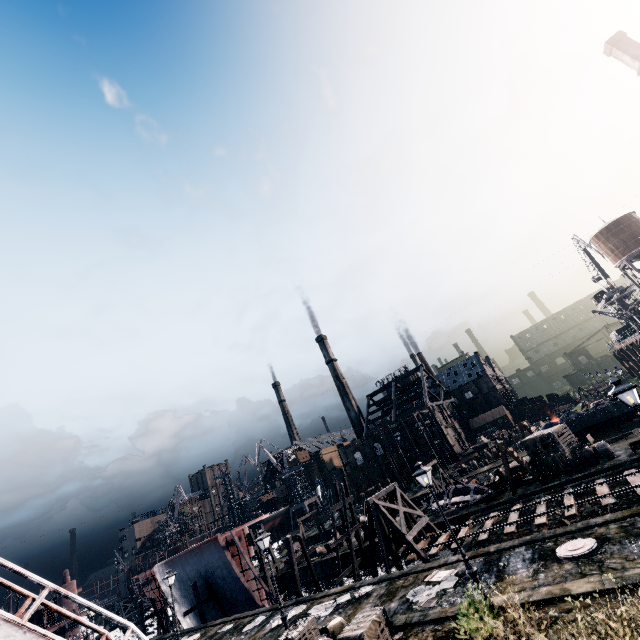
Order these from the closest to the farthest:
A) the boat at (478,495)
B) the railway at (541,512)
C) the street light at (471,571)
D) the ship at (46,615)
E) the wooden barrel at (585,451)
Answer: the street light at (471,571)
the railway at (541,512)
the wooden barrel at (585,451)
the boat at (478,495)
the ship at (46,615)

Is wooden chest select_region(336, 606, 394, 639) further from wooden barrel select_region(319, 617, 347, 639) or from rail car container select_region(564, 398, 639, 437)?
rail car container select_region(564, 398, 639, 437)

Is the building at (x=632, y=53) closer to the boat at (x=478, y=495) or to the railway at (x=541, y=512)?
the railway at (x=541, y=512)

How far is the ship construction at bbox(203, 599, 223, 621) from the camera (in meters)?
34.78

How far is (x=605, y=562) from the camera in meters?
12.7

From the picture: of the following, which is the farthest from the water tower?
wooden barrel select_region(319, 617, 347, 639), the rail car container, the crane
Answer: the crane

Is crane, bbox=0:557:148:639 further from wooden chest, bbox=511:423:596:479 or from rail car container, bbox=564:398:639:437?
rail car container, bbox=564:398:639:437

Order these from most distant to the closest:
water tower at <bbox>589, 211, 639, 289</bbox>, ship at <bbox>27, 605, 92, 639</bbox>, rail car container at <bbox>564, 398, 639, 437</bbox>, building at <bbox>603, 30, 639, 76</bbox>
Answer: water tower at <bbox>589, 211, 639, 289</bbox> < building at <bbox>603, 30, 639, 76</bbox> < ship at <bbox>27, 605, 92, 639</bbox> < rail car container at <bbox>564, 398, 639, 437</bbox>
